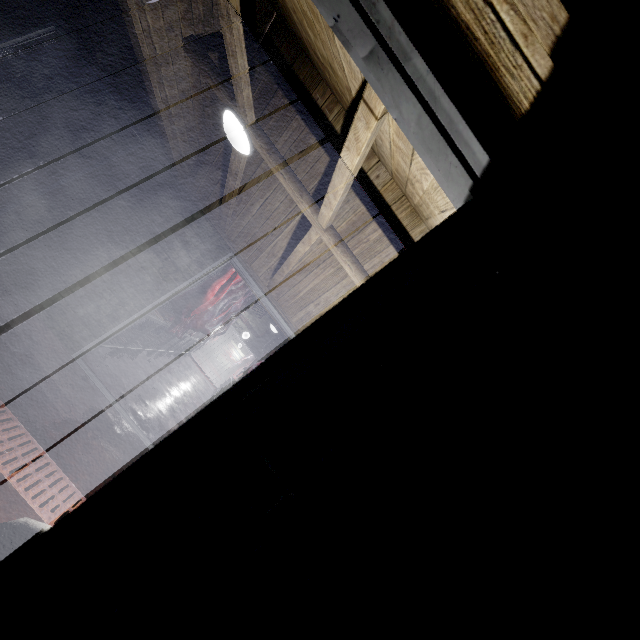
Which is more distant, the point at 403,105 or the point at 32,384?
the point at 32,384

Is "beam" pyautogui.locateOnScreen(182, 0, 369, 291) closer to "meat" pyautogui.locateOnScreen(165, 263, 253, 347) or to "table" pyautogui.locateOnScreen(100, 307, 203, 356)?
"table" pyautogui.locateOnScreen(100, 307, 203, 356)

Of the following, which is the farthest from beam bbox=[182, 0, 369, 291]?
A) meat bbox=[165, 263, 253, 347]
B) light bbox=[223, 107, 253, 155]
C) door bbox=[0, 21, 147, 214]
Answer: meat bbox=[165, 263, 253, 347]

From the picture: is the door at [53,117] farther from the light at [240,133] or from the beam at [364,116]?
the light at [240,133]

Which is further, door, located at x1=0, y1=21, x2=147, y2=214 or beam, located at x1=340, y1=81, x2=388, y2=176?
door, located at x1=0, y1=21, x2=147, y2=214

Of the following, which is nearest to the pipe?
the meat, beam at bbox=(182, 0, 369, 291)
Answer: beam at bbox=(182, 0, 369, 291)

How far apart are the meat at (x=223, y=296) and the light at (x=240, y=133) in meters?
4.5 m

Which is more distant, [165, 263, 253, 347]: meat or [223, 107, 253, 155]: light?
[165, 263, 253, 347]: meat
